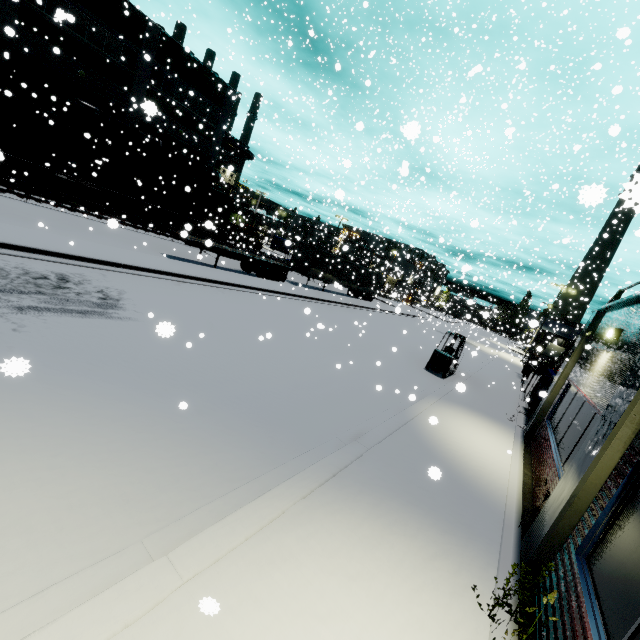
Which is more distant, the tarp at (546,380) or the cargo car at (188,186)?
the cargo car at (188,186)

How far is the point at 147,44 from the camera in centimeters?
2556cm

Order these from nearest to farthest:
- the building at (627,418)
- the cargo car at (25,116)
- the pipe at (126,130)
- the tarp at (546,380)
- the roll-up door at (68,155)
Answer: the building at (627,418)
the tarp at (546,380)
the cargo car at (25,116)
the pipe at (126,130)
the roll-up door at (68,155)

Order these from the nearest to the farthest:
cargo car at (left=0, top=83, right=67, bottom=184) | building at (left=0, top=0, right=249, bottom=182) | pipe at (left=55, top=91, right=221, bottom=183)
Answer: cargo car at (left=0, top=83, right=67, bottom=184) → building at (left=0, top=0, right=249, bottom=182) → pipe at (left=55, top=91, right=221, bottom=183)

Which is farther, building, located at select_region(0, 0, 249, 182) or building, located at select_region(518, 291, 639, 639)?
building, located at select_region(0, 0, 249, 182)

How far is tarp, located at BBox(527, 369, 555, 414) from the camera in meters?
12.9 m

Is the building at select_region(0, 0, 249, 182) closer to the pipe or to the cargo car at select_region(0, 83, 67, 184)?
the pipe

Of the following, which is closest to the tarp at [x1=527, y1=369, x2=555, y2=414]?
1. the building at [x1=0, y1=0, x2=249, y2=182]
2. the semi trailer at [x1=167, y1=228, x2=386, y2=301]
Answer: the building at [x1=0, y1=0, x2=249, y2=182]
